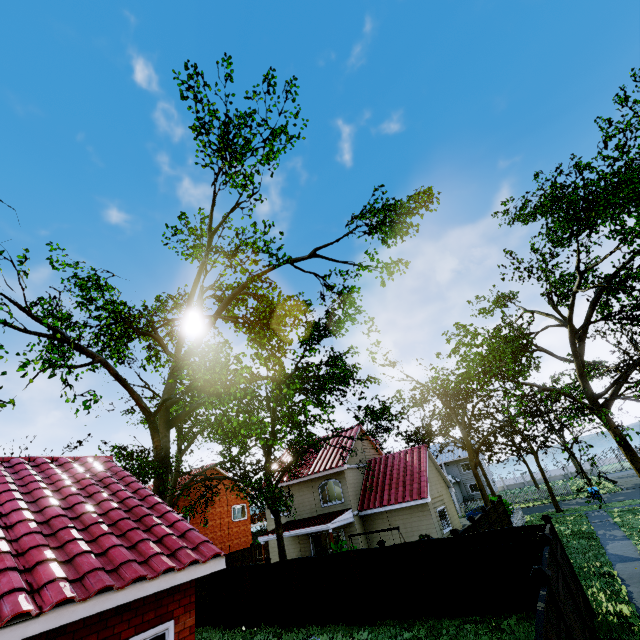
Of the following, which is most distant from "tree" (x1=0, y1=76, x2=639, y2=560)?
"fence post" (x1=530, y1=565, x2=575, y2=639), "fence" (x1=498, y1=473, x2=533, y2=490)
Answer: "fence post" (x1=530, y1=565, x2=575, y2=639)

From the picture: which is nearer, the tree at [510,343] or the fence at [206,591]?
the tree at [510,343]

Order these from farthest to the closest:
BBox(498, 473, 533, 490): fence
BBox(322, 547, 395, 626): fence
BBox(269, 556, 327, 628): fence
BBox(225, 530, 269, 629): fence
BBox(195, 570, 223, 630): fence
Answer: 1. BBox(498, 473, 533, 490): fence
2. BBox(195, 570, 223, 630): fence
3. BBox(225, 530, 269, 629): fence
4. BBox(269, 556, 327, 628): fence
5. BBox(322, 547, 395, 626): fence

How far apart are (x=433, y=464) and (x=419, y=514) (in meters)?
5.06

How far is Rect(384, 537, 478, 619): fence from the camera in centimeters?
1090cm

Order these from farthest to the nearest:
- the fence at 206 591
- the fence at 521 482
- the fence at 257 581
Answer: the fence at 521 482
the fence at 206 591
the fence at 257 581

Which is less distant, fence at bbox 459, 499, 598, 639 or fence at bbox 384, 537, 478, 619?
fence at bbox 459, 499, 598, 639
